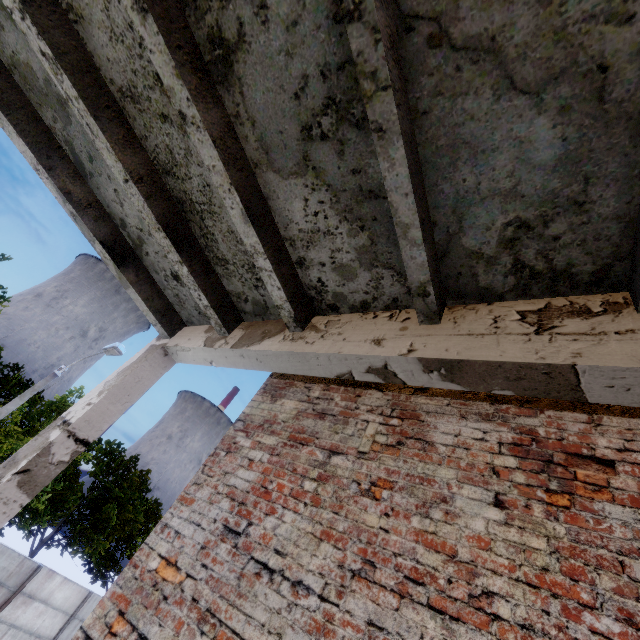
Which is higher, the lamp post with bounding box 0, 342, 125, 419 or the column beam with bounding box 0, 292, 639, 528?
the lamp post with bounding box 0, 342, 125, 419

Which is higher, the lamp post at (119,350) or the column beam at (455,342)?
the lamp post at (119,350)

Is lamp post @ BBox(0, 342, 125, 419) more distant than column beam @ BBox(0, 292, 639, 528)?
Yes

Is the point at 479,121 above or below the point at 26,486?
above

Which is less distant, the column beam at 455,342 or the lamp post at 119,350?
the column beam at 455,342
